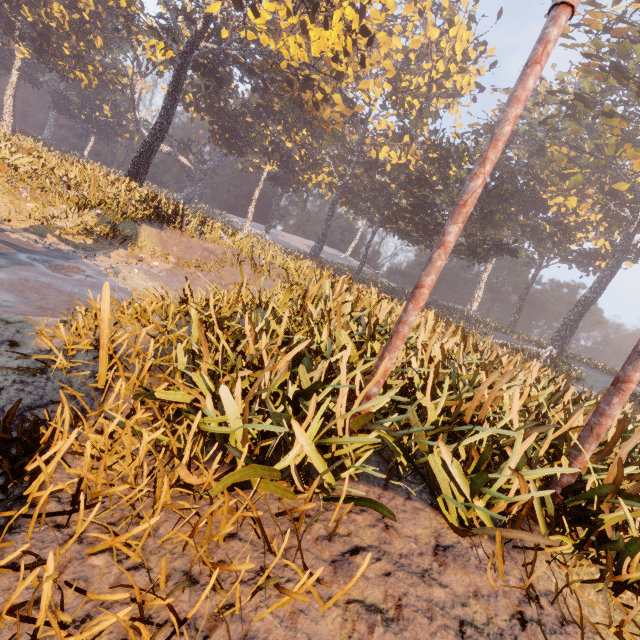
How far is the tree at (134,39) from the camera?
40.0 meters

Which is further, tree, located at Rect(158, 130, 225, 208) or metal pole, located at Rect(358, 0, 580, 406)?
tree, located at Rect(158, 130, 225, 208)

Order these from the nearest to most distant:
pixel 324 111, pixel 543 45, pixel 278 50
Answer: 1. pixel 543 45
2. pixel 278 50
3. pixel 324 111

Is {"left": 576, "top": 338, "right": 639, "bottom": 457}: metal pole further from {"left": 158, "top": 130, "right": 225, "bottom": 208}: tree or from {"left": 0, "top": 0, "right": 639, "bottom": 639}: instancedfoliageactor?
{"left": 158, "top": 130, "right": 225, "bottom": 208}: tree

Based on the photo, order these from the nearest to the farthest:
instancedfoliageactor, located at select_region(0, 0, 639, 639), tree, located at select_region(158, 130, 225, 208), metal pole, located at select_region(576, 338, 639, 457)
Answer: instancedfoliageactor, located at select_region(0, 0, 639, 639), metal pole, located at select_region(576, 338, 639, 457), tree, located at select_region(158, 130, 225, 208)

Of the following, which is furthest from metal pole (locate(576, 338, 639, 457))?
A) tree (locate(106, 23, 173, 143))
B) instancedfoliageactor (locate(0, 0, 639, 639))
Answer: tree (locate(106, 23, 173, 143))

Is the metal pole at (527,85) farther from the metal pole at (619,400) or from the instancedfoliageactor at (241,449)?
the metal pole at (619,400)
